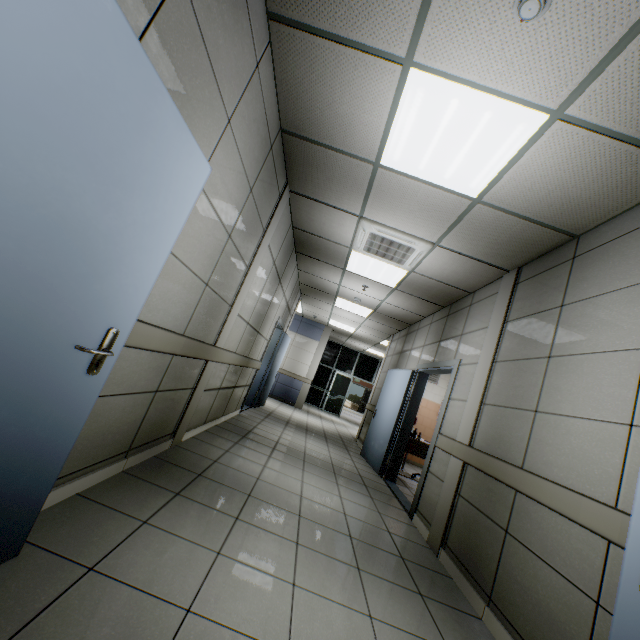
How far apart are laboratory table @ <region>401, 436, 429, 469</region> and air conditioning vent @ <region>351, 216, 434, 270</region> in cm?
323

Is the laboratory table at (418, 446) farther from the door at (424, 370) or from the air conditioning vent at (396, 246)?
the air conditioning vent at (396, 246)

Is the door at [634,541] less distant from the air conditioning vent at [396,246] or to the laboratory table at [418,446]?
the air conditioning vent at [396,246]

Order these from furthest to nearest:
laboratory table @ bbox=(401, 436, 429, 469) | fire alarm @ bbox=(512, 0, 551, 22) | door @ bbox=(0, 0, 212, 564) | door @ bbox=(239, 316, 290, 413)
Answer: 1. door @ bbox=(239, 316, 290, 413)
2. laboratory table @ bbox=(401, 436, 429, 469)
3. fire alarm @ bbox=(512, 0, 551, 22)
4. door @ bbox=(0, 0, 212, 564)

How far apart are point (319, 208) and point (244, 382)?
3.5 meters

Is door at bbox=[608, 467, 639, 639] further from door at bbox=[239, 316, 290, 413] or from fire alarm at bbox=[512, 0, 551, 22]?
door at bbox=[239, 316, 290, 413]

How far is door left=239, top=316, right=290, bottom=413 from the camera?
7.05m

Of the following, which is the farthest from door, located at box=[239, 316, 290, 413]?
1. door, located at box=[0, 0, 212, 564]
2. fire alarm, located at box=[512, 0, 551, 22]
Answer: fire alarm, located at box=[512, 0, 551, 22]
